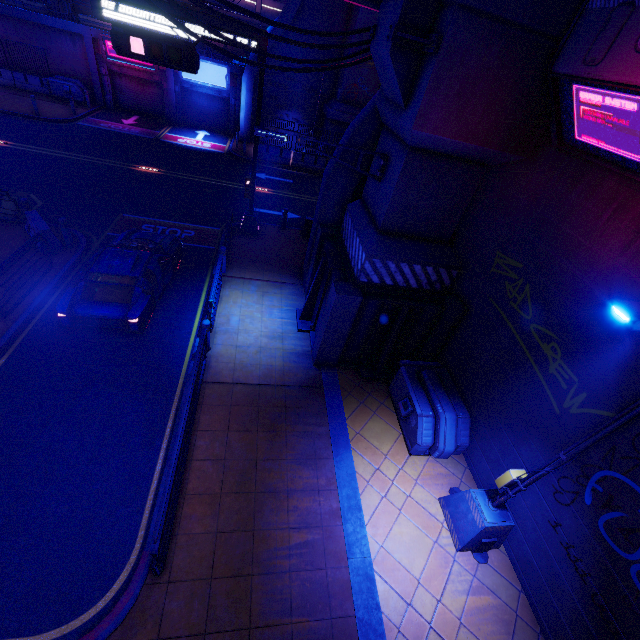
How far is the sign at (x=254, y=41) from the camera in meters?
10.2

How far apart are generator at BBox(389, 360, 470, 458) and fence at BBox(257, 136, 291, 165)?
19.8m

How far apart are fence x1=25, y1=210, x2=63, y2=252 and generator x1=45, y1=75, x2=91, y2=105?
19.12m

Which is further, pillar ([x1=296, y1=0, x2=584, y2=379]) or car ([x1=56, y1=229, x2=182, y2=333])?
car ([x1=56, y1=229, x2=182, y2=333])

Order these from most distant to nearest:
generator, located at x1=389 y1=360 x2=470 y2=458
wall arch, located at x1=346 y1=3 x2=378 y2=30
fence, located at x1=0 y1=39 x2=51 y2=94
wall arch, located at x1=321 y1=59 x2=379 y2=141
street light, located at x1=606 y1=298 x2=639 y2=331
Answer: fence, located at x1=0 y1=39 x2=51 y2=94 < wall arch, located at x1=321 y1=59 x2=379 y2=141 < wall arch, located at x1=346 y1=3 x2=378 y2=30 < generator, located at x1=389 y1=360 x2=470 y2=458 < street light, located at x1=606 y1=298 x2=639 y2=331

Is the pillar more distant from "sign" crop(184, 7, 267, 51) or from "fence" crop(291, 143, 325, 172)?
"fence" crop(291, 143, 325, 172)

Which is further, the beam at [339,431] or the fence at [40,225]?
the fence at [40,225]

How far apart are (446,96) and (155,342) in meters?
→ 9.3
